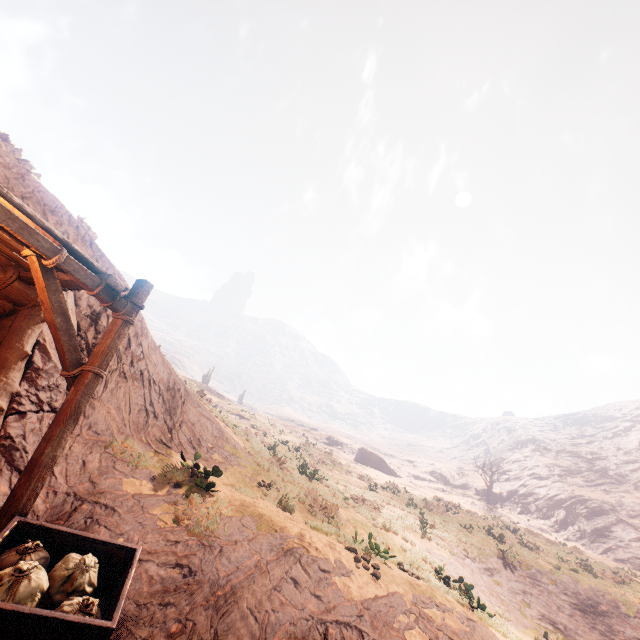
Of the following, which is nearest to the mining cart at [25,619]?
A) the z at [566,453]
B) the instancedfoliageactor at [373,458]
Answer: the instancedfoliageactor at [373,458]

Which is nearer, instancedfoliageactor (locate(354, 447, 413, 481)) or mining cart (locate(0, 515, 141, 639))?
mining cart (locate(0, 515, 141, 639))

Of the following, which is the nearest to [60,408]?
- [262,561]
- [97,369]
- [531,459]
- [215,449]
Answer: [97,369]

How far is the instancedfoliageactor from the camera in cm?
4616

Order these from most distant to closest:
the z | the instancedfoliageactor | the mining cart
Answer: the instancedfoliageactor < the z < the mining cart

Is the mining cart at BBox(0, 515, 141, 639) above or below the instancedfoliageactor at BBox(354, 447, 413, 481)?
below

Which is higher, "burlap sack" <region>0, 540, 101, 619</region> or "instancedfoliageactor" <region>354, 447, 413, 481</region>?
"instancedfoliageactor" <region>354, 447, 413, 481</region>
